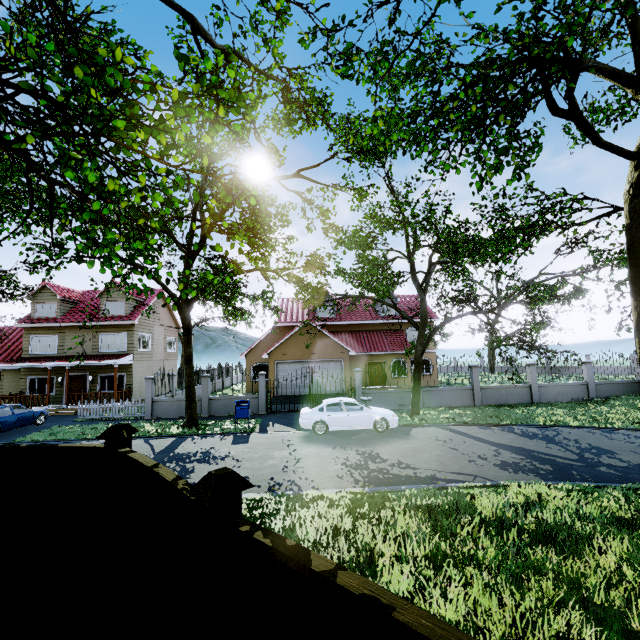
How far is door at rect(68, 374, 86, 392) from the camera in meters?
23.4

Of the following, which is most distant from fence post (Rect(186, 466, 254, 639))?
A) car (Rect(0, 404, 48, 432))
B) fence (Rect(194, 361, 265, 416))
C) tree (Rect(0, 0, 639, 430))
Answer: car (Rect(0, 404, 48, 432))

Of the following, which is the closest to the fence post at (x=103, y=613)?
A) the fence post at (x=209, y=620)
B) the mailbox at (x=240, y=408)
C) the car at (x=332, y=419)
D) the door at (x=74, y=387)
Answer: the fence post at (x=209, y=620)

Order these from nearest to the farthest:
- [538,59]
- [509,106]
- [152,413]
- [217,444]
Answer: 1. [538,59]
2. [509,106]
3. [217,444]
4. [152,413]

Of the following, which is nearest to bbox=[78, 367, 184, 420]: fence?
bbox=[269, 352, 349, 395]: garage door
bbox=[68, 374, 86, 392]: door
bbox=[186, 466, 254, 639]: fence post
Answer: bbox=[186, 466, 254, 639]: fence post

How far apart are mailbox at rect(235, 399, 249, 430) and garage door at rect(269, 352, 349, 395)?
7.78m

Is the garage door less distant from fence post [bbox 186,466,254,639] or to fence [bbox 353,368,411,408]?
fence [bbox 353,368,411,408]

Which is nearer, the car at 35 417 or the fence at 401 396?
the car at 35 417
